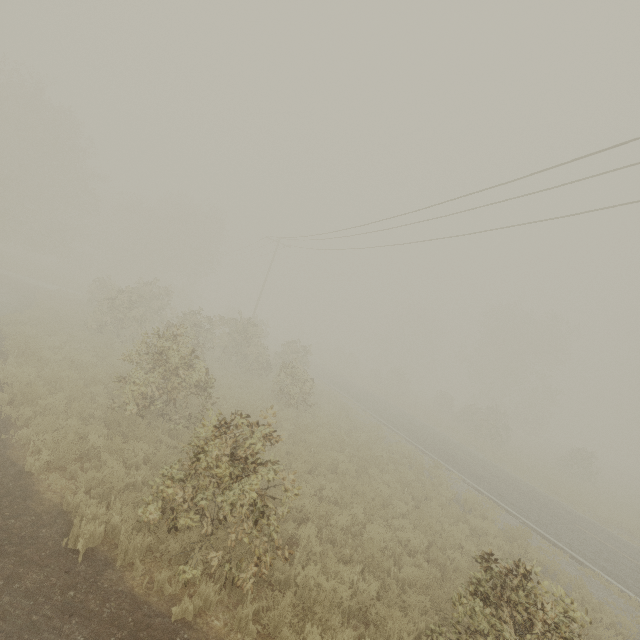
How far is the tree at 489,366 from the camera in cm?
3288

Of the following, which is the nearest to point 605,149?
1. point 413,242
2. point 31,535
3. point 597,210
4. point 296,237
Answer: point 597,210

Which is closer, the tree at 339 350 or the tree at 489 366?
the tree at 489 366

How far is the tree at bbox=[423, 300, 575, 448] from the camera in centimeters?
3288cm

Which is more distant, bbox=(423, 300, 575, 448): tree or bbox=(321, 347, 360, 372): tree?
bbox=(321, 347, 360, 372): tree
